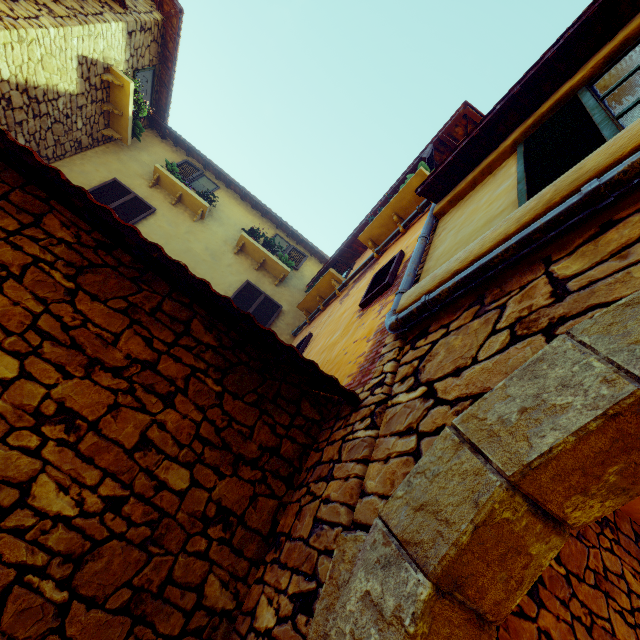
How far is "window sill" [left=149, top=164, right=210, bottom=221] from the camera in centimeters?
765cm

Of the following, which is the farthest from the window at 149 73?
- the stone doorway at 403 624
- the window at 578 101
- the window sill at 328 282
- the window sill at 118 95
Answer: the stone doorway at 403 624

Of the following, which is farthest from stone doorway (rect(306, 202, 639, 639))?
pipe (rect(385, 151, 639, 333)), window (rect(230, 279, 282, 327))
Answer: window (rect(230, 279, 282, 327))

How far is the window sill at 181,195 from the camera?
7.7 meters

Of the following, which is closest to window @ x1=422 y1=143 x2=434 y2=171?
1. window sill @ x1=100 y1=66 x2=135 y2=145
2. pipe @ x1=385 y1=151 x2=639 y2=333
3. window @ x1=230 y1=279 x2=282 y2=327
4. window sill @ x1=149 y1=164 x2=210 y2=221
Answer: pipe @ x1=385 y1=151 x2=639 y2=333

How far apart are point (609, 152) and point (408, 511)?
1.8m

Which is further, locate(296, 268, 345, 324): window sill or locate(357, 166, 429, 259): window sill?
locate(296, 268, 345, 324): window sill

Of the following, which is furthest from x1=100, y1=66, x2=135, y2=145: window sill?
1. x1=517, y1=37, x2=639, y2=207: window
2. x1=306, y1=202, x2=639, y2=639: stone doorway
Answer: x1=306, y1=202, x2=639, y2=639: stone doorway
